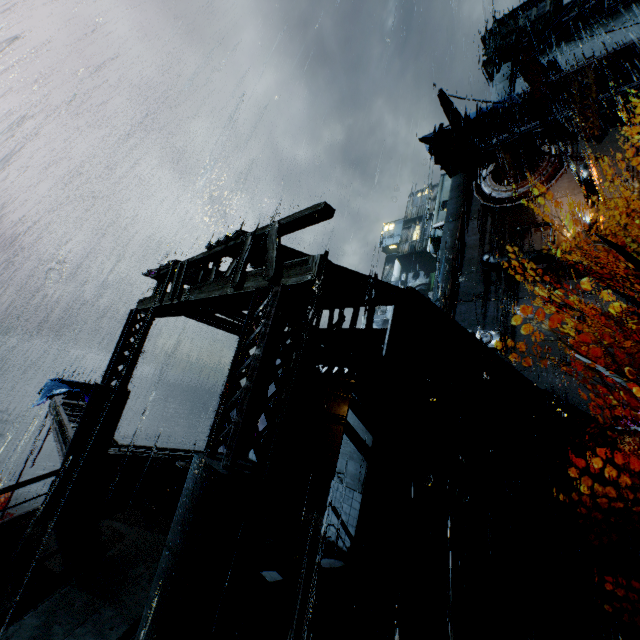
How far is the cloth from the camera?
16.6m

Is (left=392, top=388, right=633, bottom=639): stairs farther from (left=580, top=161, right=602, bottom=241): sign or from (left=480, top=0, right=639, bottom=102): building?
(left=580, top=161, right=602, bottom=241): sign

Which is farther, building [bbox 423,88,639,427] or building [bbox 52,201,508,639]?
building [bbox 423,88,639,427]

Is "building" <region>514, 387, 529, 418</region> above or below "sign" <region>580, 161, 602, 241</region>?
below

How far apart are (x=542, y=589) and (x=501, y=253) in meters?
27.8 m

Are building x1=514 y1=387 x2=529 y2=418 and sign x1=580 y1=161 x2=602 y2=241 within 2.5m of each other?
no

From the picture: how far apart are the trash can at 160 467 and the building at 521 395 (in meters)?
17.11

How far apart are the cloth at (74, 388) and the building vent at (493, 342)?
28.94m
